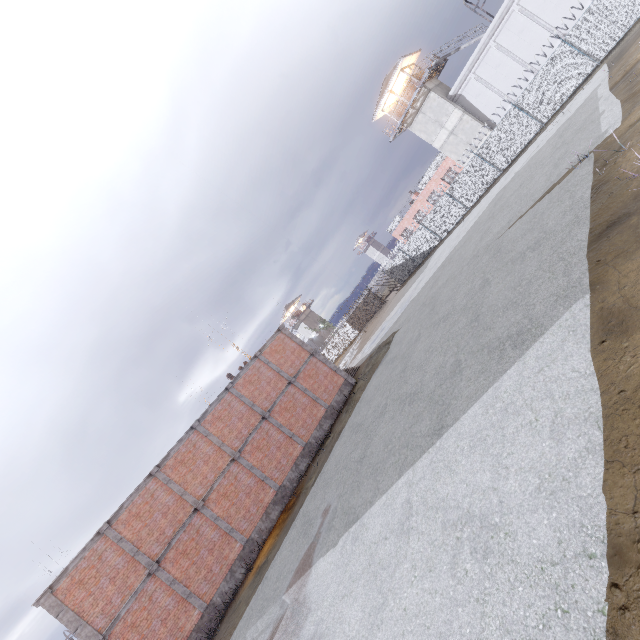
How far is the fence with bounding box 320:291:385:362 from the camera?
44.2 meters

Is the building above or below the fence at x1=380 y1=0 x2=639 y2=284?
above

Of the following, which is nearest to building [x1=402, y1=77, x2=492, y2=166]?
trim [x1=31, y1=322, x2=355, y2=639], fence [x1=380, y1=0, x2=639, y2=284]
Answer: fence [x1=380, y1=0, x2=639, y2=284]

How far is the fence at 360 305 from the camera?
44.2 meters

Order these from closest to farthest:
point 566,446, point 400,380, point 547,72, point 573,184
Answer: Answer: point 566,446, point 573,184, point 400,380, point 547,72

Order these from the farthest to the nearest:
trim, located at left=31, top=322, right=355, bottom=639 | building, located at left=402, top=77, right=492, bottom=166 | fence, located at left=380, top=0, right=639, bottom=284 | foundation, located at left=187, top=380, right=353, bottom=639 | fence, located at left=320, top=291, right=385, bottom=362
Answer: fence, located at left=320, top=291, right=385, bottom=362 → building, located at left=402, top=77, right=492, bottom=166 → fence, located at left=380, top=0, right=639, bottom=284 → foundation, located at left=187, top=380, right=353, bottom=639 → trim, located at left=31, top=322, right=355, bottom=639

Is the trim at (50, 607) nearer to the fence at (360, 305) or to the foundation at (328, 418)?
the foundation at (328, 418)
